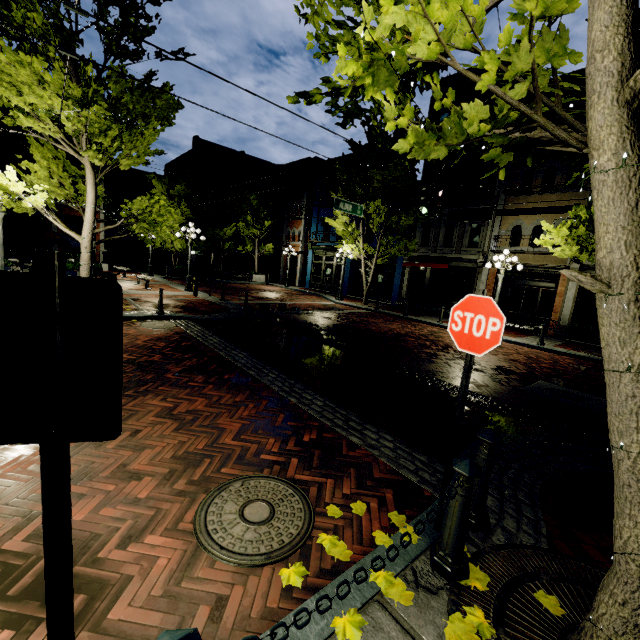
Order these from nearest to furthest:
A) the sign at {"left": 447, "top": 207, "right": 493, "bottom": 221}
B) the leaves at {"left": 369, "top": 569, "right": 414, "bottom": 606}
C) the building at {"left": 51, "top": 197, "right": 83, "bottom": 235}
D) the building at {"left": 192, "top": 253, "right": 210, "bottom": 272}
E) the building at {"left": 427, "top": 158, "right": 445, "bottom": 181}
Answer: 1. the leaves at {"left": 369, "top": 569, "right": 414, "bottom": 606}
2. the sign at {"left": 447, "top": 207, "right": 493, "bottom": 221}
3. the building at {"left": 427, "top": 158, "right": 445, "bottom": 181}
4. the building at {"left": 51, "top": 197, "right": 83, "bottom": 235}
5. the building at {"left": 192, "top": 253, "right": 210, "bottom": 272}

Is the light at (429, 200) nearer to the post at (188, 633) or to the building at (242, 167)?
the post at (188, 633)

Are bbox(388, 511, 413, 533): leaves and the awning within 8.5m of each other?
no

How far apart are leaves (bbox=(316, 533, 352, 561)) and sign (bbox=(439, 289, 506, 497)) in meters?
0.8

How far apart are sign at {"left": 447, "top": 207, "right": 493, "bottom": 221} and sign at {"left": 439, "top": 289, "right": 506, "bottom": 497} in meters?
11.0

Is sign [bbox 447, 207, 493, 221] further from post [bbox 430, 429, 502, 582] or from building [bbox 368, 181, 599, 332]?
post [bbox 430, 429, 502, 582]

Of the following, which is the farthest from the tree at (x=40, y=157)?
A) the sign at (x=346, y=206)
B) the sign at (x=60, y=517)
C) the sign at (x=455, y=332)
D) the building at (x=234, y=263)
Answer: the building at (x=234, y=263)

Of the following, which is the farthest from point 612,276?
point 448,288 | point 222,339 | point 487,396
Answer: point 448,288
